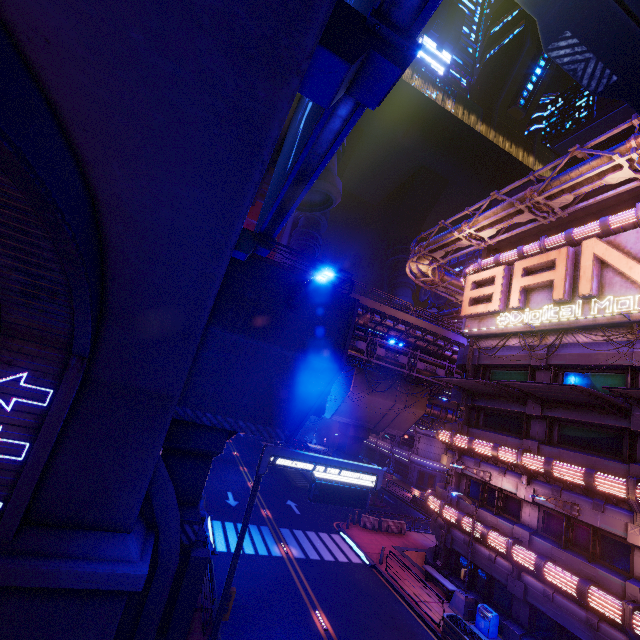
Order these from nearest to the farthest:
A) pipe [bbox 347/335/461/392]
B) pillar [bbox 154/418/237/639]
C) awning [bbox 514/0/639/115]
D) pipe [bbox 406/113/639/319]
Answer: awning [bbox 514/0/639/115] < pillar [bbox 154/418/237/639] < pipe [bbox 406/113/639/319] < pipe [bbox 347/335/461/392]

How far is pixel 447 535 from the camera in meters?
21.4 m

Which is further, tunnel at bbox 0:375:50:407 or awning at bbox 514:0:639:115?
tunnel at bbox 0:375:50:407

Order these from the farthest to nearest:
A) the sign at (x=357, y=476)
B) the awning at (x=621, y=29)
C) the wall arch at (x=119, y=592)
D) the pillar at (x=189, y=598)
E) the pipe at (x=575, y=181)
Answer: the pipe at (x=575, y=181) → the pillar at (x=189, y=598) → the sign at (x=357, y=476) → the awning at (x=621, y=29) → the wall arch at (x=119, y=592)

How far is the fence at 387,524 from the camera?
27.0m

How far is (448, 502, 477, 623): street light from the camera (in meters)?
17.56

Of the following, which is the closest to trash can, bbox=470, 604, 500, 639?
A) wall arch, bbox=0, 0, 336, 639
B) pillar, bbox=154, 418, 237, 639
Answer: pillar, bbox=154, 418, 237, 639

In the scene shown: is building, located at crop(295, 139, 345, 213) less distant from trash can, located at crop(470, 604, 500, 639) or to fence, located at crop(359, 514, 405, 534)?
trash can, located at crop(470, 604, 500, 639)
